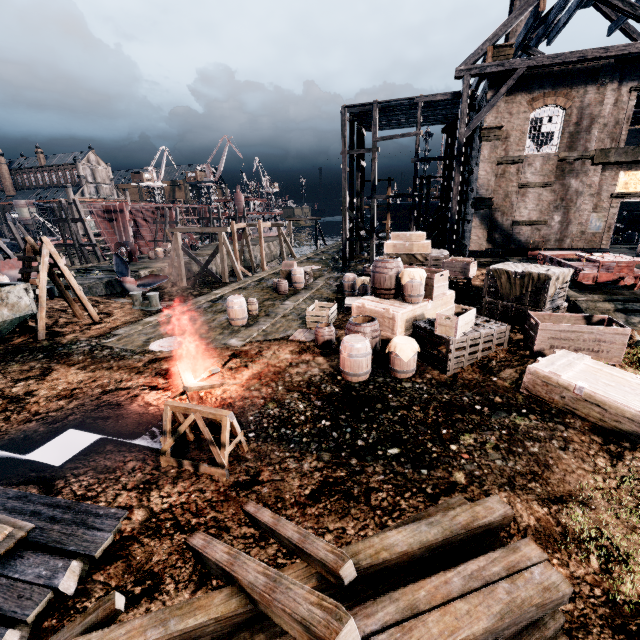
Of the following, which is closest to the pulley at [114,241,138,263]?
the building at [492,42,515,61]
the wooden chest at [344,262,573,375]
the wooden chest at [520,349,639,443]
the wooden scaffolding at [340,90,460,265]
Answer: the wooden scaffolding at [340,90,460,265]

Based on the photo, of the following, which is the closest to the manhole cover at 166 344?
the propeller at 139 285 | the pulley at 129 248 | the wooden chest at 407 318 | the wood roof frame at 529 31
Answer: the wooden chest at 407 318

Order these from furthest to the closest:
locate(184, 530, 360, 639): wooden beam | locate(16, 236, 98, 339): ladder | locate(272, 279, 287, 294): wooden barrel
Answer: locate(272, 279, 287, 294): wooden barrel < locate(16, 236, 98, 339): ladder < locate(184, 530, 360, 639): wooden beam

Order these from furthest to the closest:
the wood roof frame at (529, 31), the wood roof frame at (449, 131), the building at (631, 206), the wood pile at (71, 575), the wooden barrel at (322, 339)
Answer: the building at (631, 206) < the wood roof frame at (449, 131) < the wood roof frame at (529, 31) < the wooden barrel at (322, 339) < the wood pile at (71, 575)

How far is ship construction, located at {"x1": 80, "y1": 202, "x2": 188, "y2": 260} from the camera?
46.88m

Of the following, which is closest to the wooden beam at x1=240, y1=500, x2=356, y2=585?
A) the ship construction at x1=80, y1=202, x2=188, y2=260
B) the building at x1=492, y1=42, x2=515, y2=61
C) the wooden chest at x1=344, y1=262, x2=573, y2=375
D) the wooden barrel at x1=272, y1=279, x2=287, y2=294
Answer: the wooden chest at x1=344, y1=262, x2=573, y2=375

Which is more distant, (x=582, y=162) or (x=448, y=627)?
(x=582, y=162)

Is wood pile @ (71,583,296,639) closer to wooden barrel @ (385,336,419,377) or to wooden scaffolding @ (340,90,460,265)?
wooden barrel @ (385,336,419,377)
